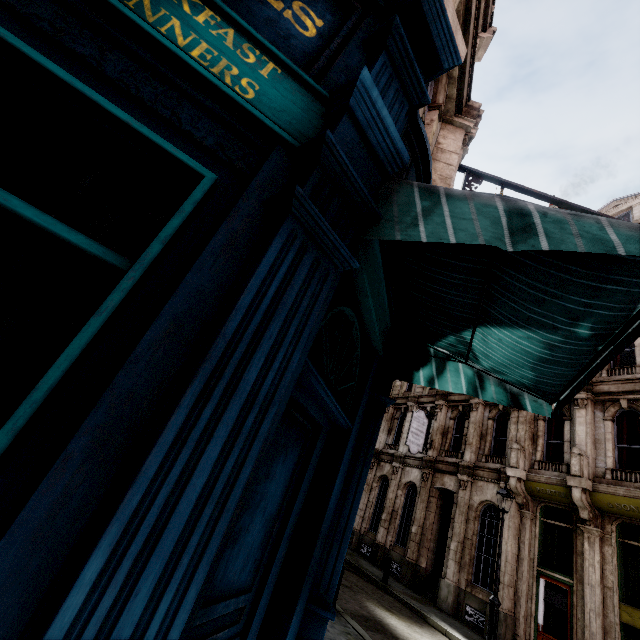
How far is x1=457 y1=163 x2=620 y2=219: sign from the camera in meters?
6.1 m

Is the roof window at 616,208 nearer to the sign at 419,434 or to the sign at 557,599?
the sign at 419,434

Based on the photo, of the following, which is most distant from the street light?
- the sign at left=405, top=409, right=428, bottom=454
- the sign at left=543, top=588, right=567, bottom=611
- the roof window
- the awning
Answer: the roof window

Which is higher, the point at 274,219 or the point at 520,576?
the point at 274,219

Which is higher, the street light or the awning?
the awning

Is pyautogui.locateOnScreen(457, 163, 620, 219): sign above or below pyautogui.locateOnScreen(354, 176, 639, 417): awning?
above

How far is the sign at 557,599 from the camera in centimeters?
1109cm

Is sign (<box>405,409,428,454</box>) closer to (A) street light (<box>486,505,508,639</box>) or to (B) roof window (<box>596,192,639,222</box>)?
(A) street light (<box>486,505,508,639</box>)
